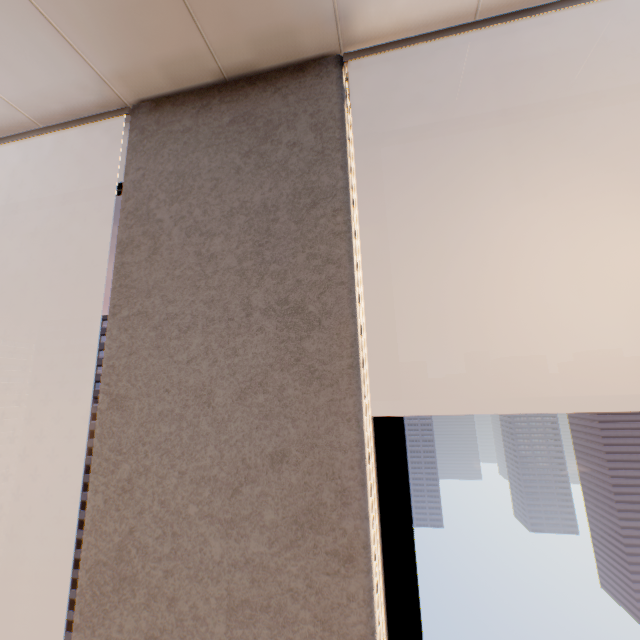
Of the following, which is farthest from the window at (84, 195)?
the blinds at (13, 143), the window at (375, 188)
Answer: the window at (375, 188)

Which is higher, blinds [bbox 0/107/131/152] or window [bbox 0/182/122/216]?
window [bbox 0/182/122/216]

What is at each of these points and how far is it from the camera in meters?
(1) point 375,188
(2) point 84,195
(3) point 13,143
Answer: (1) window, 1.6 m
(2) window, 2.1 m
(3) blinds, 1.6 m

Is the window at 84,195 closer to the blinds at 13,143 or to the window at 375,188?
the blinds at 13,143

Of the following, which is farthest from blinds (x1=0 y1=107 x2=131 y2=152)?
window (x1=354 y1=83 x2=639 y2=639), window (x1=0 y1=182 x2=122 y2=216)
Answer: window (x1=354 y1=83 x2=639 y2=639)

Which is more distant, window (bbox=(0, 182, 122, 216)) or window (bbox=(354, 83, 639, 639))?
window (bbox=(0, 182, 122, 216))

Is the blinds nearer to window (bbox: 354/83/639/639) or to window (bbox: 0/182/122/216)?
window (bbox: 0/182/122/216)
